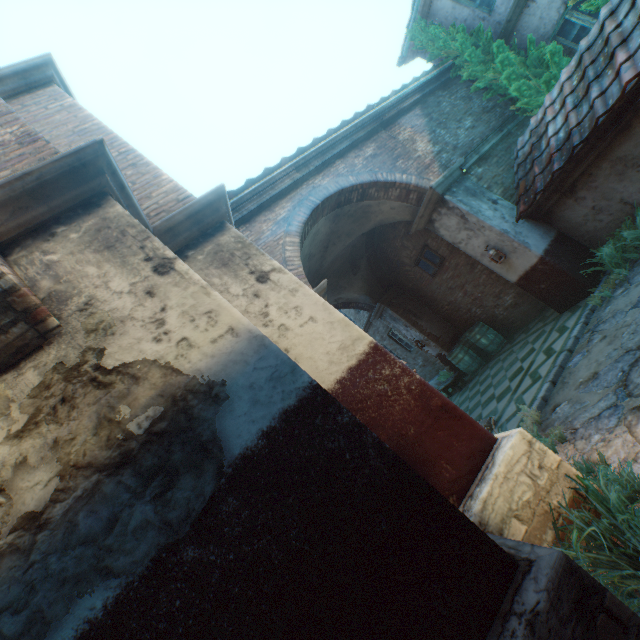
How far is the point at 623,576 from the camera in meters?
2.0 m

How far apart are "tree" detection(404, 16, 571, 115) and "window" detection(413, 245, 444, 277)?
4.1 meters

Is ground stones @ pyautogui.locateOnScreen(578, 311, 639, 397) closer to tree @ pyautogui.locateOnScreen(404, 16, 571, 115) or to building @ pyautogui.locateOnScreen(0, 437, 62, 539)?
building @ pyautogui.locateOnScreen(0, 437, 62, 539)

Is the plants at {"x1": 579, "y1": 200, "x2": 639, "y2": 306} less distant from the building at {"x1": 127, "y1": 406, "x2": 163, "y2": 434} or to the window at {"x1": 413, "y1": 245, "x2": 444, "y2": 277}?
the building at {"x1": 127, "y1": 406, "x2": 163, "y2": 434}

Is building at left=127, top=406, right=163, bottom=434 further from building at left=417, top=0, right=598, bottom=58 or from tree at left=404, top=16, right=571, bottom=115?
building at left=417, top=0, right=598, bottom=58

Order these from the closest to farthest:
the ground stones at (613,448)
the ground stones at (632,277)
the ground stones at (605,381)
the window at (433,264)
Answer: the ground stones at (613,448) < the ground stones at (605,381) < the ground stones at (632,277) < the window at (433,264)

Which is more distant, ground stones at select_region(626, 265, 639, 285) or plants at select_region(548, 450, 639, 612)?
ground stones at select_region(626, 265, 639, 285)

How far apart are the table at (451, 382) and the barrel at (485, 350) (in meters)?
0.11
